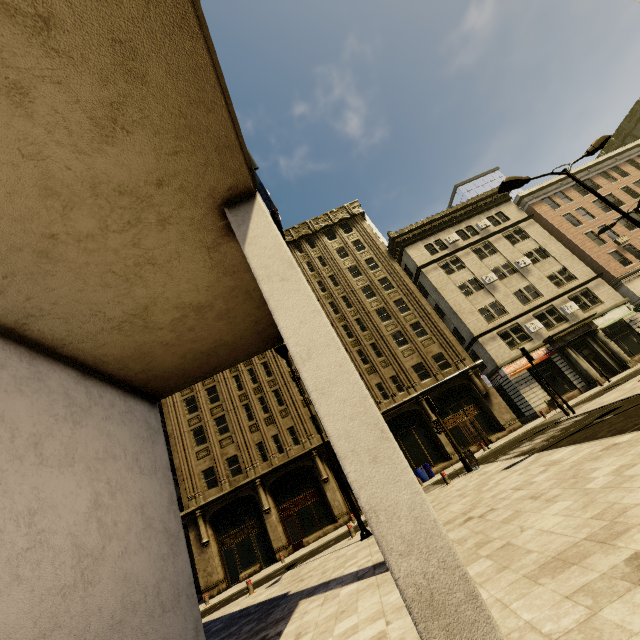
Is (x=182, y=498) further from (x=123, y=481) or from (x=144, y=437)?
(x=123, y=481)

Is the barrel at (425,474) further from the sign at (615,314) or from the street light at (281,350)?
the sign at (615,314)

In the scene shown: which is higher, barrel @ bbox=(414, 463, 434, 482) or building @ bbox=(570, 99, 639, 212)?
building @ bbox=(570, 99, 639, 212)

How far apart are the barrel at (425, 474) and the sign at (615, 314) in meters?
19.4

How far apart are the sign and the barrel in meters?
19.4 m

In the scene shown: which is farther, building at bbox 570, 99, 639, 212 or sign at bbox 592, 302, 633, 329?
building at bbox 570, 99, 639, 212

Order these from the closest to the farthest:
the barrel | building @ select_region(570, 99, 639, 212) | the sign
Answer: the barrel < the sign < building @ select_region(570, 99, 639, 212)

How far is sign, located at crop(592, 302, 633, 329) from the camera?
28.30m
